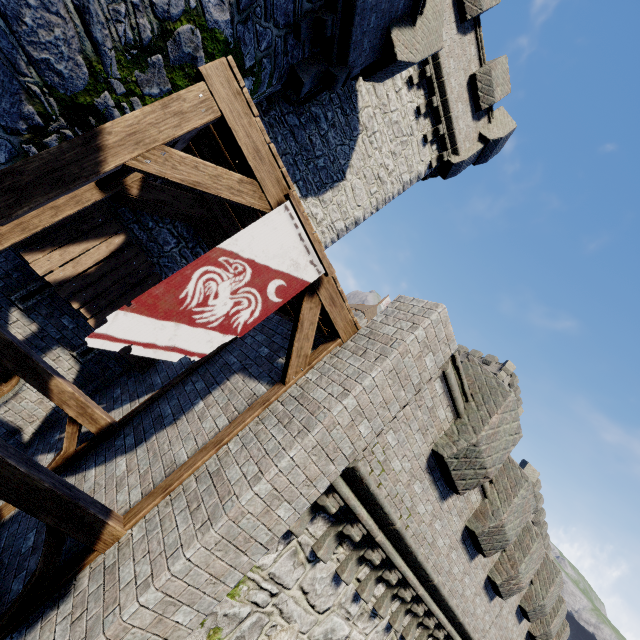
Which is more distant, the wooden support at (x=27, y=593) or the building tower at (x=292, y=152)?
the building tower at (x=292, y=152)

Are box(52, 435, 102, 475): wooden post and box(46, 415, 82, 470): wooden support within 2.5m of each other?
yes

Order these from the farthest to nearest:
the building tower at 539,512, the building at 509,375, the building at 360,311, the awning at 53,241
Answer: the building at 360,311
the building at 509,375
the building tower at 539,512
the awning at 53,241

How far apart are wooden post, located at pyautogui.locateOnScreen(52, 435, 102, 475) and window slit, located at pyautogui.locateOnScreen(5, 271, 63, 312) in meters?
3.4

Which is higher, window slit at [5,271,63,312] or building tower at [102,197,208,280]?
building tower at [102,197,208,280]

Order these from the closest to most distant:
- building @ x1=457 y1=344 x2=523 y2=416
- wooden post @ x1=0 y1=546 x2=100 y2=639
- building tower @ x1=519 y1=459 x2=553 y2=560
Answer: wooden post @ x1=0 y1=546 x2=100 y2=639 < building tower @ x1=519 y1=459 x2=553 y2=560 < building @ x1=457 y1=344 x2=523 y2=416

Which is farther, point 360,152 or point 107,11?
point 360,152

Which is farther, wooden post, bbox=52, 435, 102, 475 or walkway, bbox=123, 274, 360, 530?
wooden post, bbox=52, 435, 102, 475
